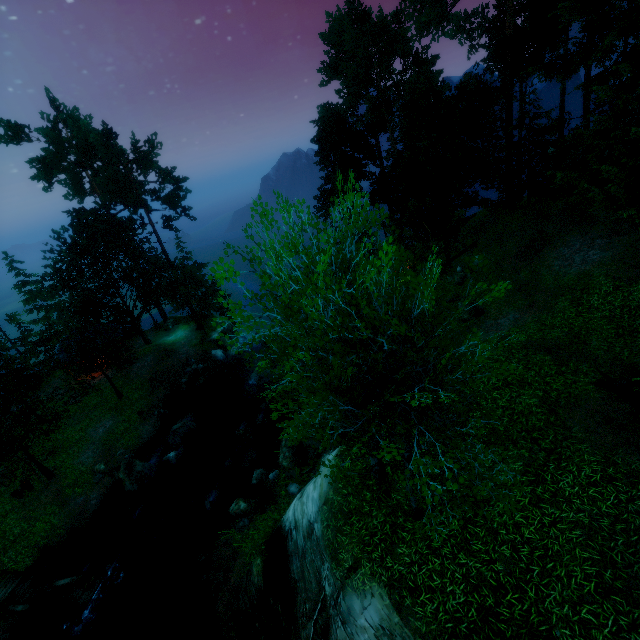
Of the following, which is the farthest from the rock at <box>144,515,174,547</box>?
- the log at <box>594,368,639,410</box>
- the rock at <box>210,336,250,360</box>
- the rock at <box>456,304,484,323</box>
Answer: the log at <box>594,368,639,410</box>

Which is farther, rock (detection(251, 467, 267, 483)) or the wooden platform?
rock (detection(251, 467, 267, 483))

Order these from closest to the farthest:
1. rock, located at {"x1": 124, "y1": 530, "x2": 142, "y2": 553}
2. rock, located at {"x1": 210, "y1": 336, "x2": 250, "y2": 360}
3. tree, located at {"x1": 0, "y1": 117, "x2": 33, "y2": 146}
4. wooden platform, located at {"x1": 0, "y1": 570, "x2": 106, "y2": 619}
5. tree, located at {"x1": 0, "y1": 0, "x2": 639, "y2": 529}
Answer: tree, located at {"x1": 0, "y1": 0, "x2": 639, "y2": 529} < wooden platform, located at {"x1": 0, "y1": 570, "x2": 106, "y2": 619} < rock, located at {"x1": 124, "y1": 530, "x2": 142, "y2": 553} < tree, located at {"x1": 0, "y1": 117, "x2": 33, "y2": 146} < rock, located at {"x1": 210, "y1": 336, "x2": 250, "y2": 360}

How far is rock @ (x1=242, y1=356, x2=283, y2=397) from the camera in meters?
28.1 m

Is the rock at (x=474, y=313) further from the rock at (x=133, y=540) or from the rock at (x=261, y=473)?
the rock at (x=133, y=540)

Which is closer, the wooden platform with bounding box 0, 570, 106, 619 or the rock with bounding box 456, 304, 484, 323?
the wooden platform with bounding box 0, 570, 106, 619

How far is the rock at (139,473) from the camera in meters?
21.2 m

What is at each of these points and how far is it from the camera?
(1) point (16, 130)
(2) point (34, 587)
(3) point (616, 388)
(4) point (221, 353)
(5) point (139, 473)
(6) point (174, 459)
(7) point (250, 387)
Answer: (1) tree, 29.7m
(2) wooden platform, 16.6m
(3) log, 9.9m
(4) rock, 34.3m
(5) rock, 21.4m
(6) rock, 22.5m
(7) rock, 28.8m
